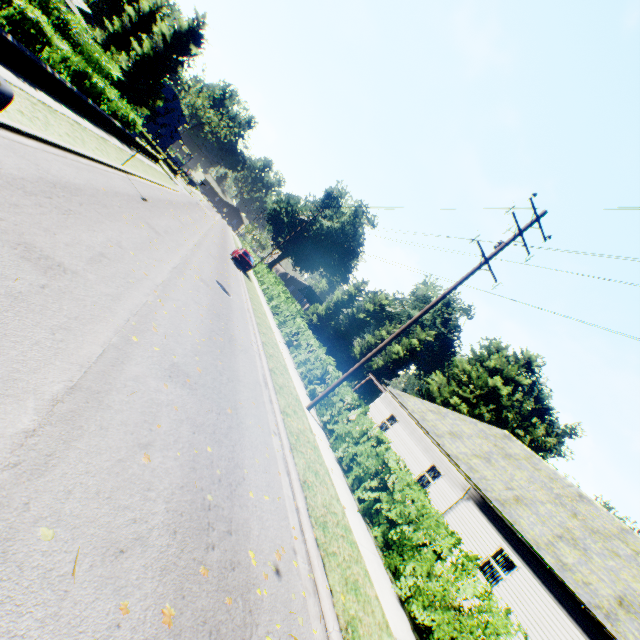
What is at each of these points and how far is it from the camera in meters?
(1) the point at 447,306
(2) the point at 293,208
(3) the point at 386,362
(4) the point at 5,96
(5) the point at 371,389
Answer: (1) plant, 58.3 m
(2) plant, 58.2 m
(3) tree, 52.1 m
(4) car, 4.9 m
(5) tree, 54.7 m

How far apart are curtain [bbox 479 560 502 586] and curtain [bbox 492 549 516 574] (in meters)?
0.09

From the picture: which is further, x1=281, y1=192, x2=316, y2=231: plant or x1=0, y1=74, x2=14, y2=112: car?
x1=281, y1=192, x2=316, y2=231: plant

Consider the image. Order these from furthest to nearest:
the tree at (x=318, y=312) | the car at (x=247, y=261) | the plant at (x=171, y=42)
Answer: the tree at (x=318, y=312)
the plant at (x=171, y=42)
the car at (x=247, y=261)

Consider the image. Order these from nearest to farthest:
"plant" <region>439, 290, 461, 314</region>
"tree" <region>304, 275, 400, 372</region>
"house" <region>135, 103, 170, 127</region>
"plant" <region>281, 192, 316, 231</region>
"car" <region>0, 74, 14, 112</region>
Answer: "car" <region>0, 74, 14, 112</region> → "tree" <region>304, 275, 400, 372</region> → "plant" <region>281, 192, 316, 231</region> → "plant" <region>439, 290, 461, 314</region> → "house" <region>135, 103, 170, 127</region>

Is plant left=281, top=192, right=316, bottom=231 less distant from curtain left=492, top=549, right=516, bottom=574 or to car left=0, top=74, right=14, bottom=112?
curtain left=492, top=549, right=516, bottom=574

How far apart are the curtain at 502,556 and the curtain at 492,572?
0.1 meters

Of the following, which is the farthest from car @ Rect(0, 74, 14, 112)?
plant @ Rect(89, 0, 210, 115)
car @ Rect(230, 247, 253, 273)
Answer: plant @ Rect(89, 0, 210, 115)
